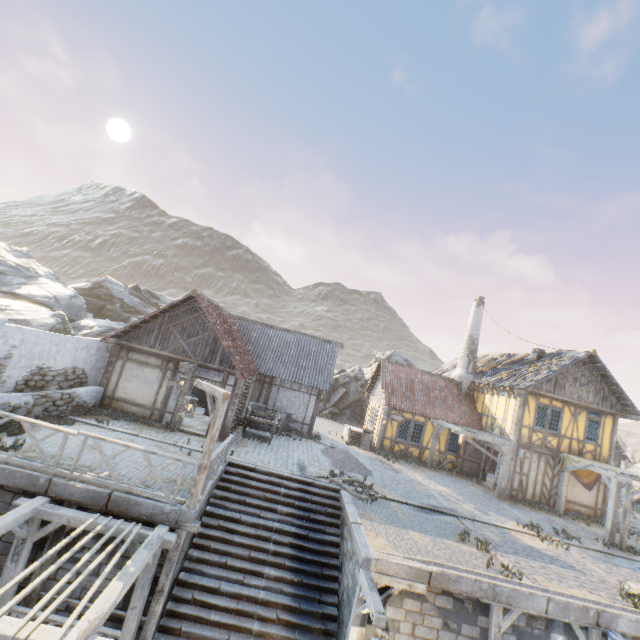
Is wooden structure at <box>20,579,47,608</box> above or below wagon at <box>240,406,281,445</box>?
below

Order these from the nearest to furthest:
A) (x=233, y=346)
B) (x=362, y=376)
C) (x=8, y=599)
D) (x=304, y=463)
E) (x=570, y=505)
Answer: (x=8, y=599) → (x=304, y=463) → (x=233, y=346) → (x=570, y=505) → (x=362, y=376)

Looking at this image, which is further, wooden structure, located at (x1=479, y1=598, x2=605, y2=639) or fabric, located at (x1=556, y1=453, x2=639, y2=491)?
fabric, located at (x1=556, y1=453, x2=639, y2=491)

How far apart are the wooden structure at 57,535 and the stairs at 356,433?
13.19m

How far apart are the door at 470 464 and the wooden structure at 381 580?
13.34m

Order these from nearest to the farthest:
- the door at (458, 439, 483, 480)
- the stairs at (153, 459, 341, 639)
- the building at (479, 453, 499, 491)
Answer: the stairs at (153, 459, 341, 639), the building at (479, 453, 499, 491), the door at (458, 439, 483, 480)

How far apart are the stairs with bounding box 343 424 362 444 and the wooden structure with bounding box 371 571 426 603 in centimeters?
1208cm

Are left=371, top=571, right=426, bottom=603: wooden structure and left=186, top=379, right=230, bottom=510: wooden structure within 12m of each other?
yes
